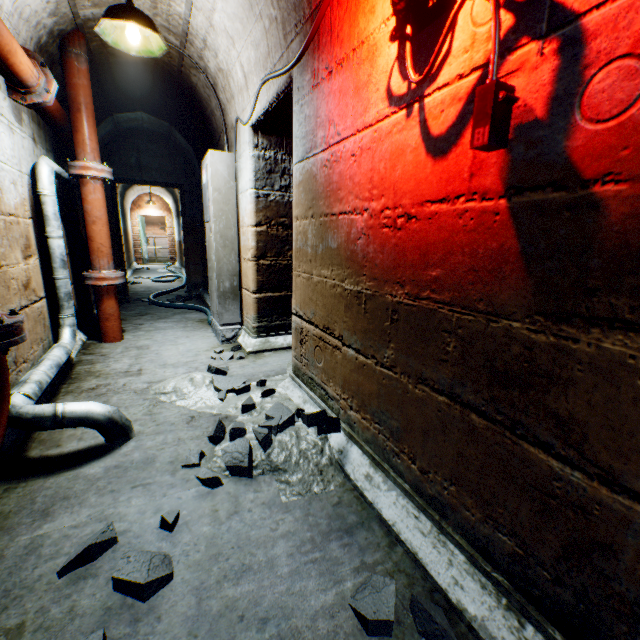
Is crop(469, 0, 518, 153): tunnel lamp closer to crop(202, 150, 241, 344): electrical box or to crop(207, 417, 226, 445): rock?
crop(207, 417, 226, 445): rock

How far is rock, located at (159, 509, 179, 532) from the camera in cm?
125

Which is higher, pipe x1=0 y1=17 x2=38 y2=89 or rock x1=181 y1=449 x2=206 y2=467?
pipe x1=0 y1=17 x2=38 y2=89

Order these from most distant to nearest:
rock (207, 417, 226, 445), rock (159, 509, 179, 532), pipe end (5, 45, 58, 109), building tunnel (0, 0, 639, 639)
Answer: pipe end (5, 45, 58, 109) → rock (207, 417, 226, 445) → rock (159, 509, 179, 532) → building tunnel (0, 0, 639, 639)

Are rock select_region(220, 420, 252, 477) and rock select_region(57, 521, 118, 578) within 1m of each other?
yes

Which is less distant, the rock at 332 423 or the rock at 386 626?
the rock at 386 626

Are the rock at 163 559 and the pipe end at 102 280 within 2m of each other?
no

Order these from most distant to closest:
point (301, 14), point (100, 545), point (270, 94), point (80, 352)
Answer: point (80, 352) → point (270, 94) → point (301, 14) → point (100, 545)
